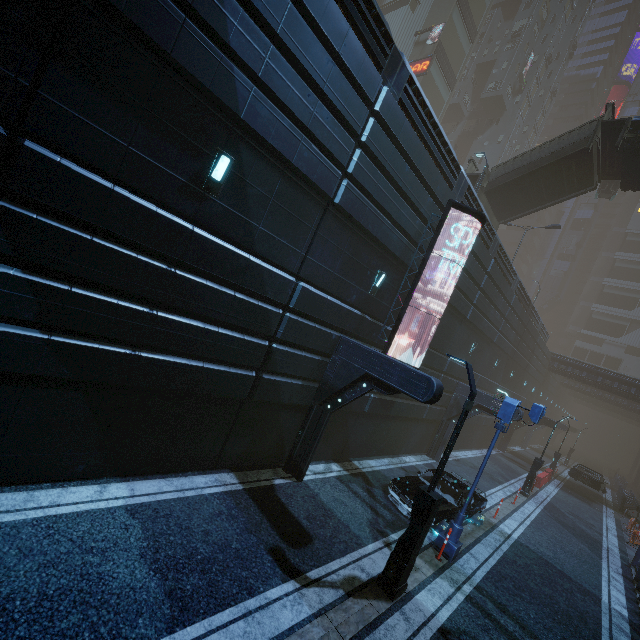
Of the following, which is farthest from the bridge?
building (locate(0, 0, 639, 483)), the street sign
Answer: the street sign

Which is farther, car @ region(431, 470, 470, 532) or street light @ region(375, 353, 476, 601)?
car @ region(431, 470, 470, 532)

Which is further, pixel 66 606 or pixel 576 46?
pixel 576 46

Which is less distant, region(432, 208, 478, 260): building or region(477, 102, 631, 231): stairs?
region(432, 208, 478, 260): building

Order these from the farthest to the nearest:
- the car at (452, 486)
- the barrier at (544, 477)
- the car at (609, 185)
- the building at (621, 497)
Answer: the car at (609, 185), the building at (621, 497), the barrier at (544, 477), the car at (452, 486)

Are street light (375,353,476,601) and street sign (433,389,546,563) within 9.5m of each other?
yes

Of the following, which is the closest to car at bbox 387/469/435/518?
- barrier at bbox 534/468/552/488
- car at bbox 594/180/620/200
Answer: barrier at bbox 534/468/552/488

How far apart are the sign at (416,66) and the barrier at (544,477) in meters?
38.0 m
